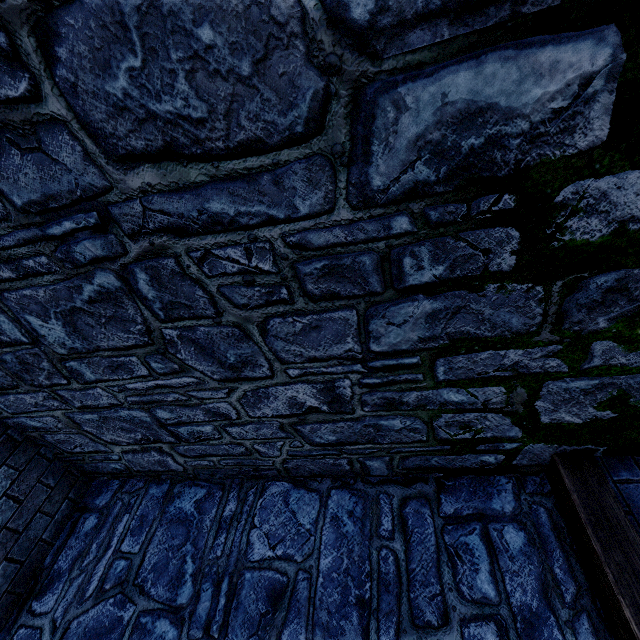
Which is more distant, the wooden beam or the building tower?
the wooden beam

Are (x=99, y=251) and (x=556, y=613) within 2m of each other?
no

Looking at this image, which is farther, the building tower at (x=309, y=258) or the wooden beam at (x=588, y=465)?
the wooden beam at (x=588, y=465)
